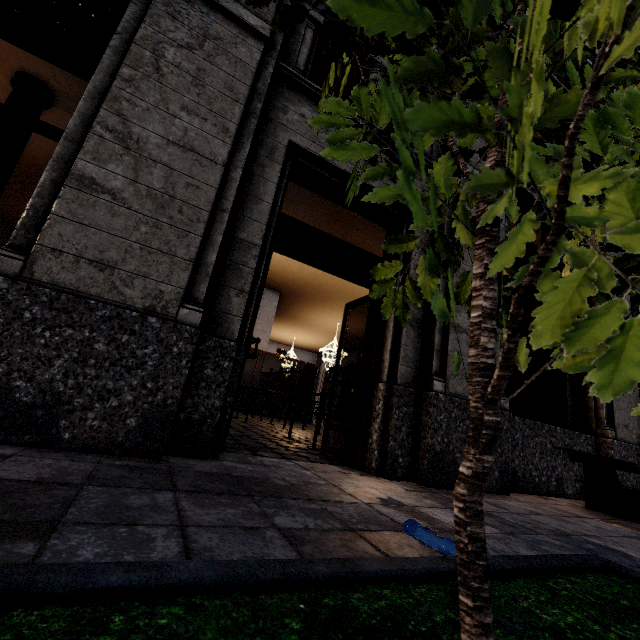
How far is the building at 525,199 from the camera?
4.9 meters

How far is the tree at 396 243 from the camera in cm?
104

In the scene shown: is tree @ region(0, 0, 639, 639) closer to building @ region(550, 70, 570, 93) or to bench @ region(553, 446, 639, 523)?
building @ region(550, 70, 570, 93)

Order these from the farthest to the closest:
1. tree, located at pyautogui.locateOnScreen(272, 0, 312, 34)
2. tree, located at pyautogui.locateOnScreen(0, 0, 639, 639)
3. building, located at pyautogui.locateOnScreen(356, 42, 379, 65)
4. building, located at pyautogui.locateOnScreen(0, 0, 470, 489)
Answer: building, located at pyautogui.locateOnScreen(356, 42, 379, 65)
building, located at pyautogui.locateOnScreen(0, 0, 470, 489)
tree, located at pyautogui.locateOnScreen(272, 0, 312, 34)
tree, located at pyautogui.locateOnScreen(0, 0, 639, 639)

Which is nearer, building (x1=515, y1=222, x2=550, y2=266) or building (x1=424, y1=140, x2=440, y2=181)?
building (x1=424, y1=140, x2=440, y2=181)

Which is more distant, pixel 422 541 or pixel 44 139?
pixel 44 139
